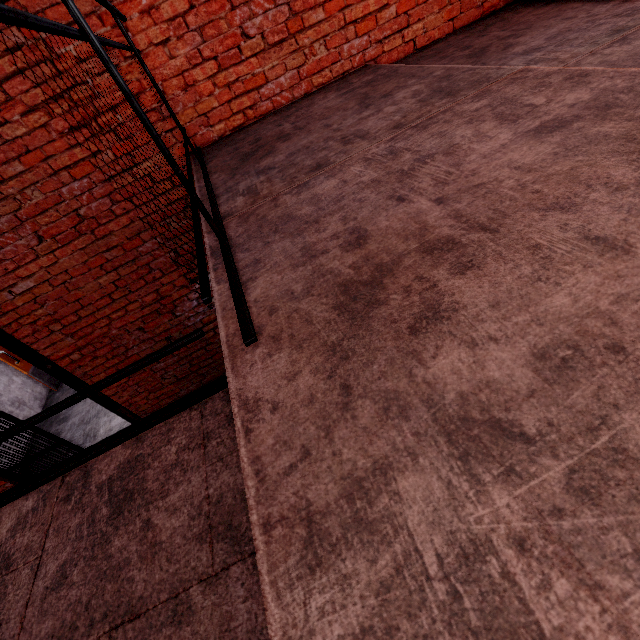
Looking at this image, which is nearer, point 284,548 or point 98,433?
point 284,548

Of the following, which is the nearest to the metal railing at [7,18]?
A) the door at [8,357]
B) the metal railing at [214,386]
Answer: the metal railing at [214,386]

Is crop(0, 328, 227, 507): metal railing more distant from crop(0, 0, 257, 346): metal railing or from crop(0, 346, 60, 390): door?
crop(0, 346, 60, 390): door

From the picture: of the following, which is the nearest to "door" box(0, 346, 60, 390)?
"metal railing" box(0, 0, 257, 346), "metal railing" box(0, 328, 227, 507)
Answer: "metal railing" box(0, 0, 257, 346)

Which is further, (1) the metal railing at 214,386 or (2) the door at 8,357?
(2) the door at 8,357

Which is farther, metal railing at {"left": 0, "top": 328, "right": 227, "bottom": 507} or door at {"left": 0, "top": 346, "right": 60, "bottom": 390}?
door at {"left": 0, "top": 346, "right": 60, "bottom": 390}

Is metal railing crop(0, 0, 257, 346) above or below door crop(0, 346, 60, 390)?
above

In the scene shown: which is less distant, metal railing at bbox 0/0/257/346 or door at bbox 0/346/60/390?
metal railing at bbox 0/0/257/346
